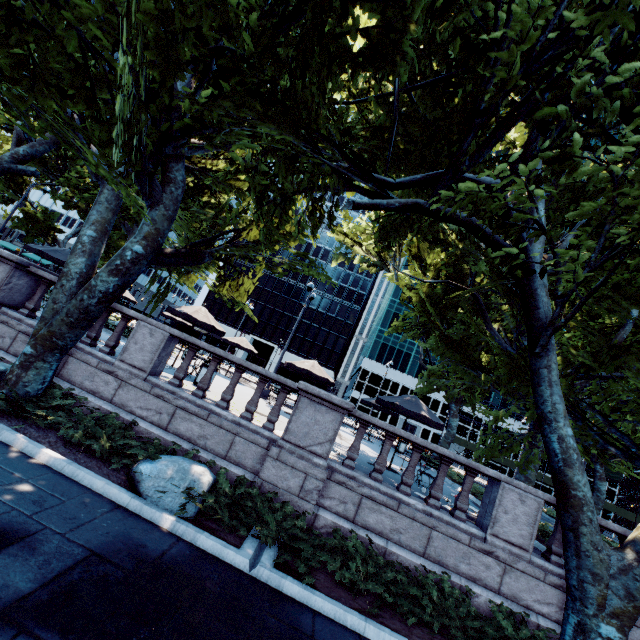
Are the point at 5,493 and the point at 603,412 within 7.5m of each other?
no

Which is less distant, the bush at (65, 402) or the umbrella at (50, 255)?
the bush at (65, 402)

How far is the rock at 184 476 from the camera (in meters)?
5.89

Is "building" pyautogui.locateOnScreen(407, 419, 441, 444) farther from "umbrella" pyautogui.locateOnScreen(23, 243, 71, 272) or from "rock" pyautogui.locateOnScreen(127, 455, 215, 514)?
"rock" pyautogui.locateOnScreen(127, 455, 215, 514)

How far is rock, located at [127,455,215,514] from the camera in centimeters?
589cm

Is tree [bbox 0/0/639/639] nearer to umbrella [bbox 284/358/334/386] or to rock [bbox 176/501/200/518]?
rock [bbox 176/501/200/518]

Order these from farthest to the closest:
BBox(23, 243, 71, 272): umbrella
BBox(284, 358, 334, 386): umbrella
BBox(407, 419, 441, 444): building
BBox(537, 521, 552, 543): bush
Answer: BBox(407, 419, 441, 444): building
BBox(284, 358, 334, 386): umbrella
BBox(23, 243, 71, 272): umbrella
BBox(537, 521, 552, 543): bush

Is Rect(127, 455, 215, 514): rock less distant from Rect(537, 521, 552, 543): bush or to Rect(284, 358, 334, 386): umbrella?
Rect(284, 358, 334, 386): umbrella
